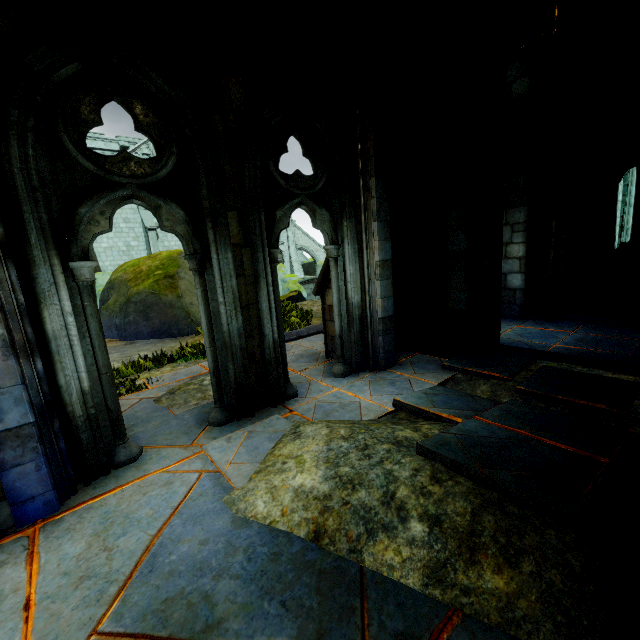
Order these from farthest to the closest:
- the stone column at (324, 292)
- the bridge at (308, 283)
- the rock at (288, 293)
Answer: the bridge at (308, 283) → the rock at (288, 293) → the stone column at (324, 292)

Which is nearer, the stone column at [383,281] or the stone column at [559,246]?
the stone column at [383,281]

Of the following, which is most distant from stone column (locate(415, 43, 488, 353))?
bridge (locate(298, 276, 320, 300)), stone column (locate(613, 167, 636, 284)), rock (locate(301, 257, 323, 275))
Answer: rock (locate(301, 257, 323, 275))

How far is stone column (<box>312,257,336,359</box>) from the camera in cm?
607

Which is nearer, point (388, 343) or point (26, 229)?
point (26, 229)

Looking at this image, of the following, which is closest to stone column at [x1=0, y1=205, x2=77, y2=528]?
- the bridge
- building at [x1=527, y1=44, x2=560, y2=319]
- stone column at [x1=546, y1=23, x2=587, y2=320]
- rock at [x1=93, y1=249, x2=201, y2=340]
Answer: building at [x1=527, y1=44, x2=560, y2=319]

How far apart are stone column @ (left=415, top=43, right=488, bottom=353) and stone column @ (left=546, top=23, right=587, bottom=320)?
2.7 meters

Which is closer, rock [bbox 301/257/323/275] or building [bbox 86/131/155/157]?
building [bbox 86/131/155/157]
